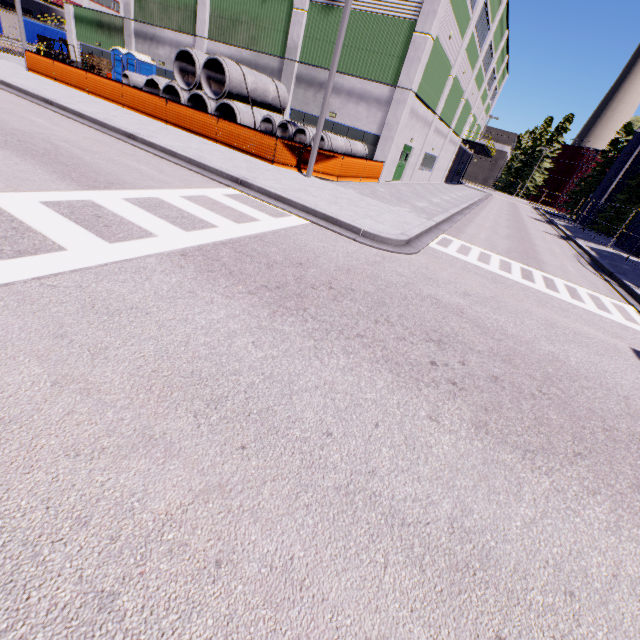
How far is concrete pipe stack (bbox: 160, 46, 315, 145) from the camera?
16.78m

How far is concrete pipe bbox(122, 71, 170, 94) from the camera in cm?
1966

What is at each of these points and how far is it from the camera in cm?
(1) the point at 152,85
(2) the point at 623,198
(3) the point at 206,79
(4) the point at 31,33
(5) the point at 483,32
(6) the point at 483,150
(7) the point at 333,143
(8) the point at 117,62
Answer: (1) concrete pipe, 2047
(2) tree, 3656
(3) concrete pipe stack, 1761
(4) tarp, 3281
(5) building, 2656
(6) balcony, 4397
(7) concrete pipe stack, 1627
(8) portable restroom, 2544

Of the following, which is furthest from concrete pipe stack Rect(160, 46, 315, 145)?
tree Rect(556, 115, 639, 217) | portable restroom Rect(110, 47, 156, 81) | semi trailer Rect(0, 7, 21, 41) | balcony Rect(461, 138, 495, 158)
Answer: tree Rect(556, 115, 639, 217)

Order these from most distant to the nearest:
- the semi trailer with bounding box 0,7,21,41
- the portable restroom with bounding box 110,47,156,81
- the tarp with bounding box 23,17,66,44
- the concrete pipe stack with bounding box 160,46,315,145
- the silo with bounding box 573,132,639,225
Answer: the silo with bounding box 573,132,639,225, the semi trailer with bounding box 0,7,21,41, the tarp with bounding box 23,17,66,44, the portable restroom with bounding box 110,47,156,81, the concrete pipe stack with bounding box 160,46,315,145

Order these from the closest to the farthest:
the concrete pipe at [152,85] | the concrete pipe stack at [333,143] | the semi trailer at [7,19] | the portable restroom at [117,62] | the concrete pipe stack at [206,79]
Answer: the concrete pipe stack at [333,143] < the concrete pipe stack at [206,79] < the concrete pipe at [152,85] < the portable restroom at [117,62] < the semi trailer at [7,19]

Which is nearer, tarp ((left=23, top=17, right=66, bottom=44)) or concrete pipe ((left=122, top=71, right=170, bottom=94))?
concrete pipe ((left=122, top=71, right=170, bottom=94))

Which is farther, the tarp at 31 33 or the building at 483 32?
the tarp at 31 33
